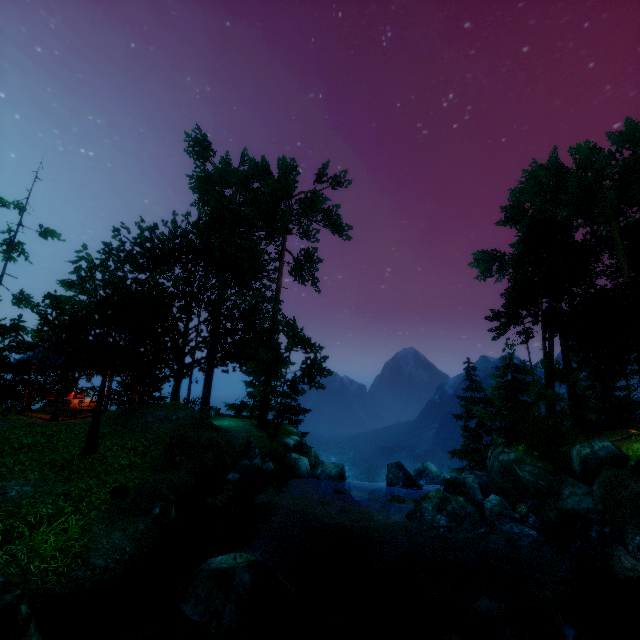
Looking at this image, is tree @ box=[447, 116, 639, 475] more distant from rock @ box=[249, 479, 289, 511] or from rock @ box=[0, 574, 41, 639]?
rock @ box=[249, 479, 289, 511]

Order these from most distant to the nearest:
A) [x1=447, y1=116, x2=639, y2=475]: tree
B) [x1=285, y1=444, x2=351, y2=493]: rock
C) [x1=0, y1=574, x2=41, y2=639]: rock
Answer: [x1=447, y1=116, x2=639, y2=475]: tree, [x1=285, y1=444, x2=351, y2=493]: rock, [x1=0, y1=574, x2=41, y2=639]: rock

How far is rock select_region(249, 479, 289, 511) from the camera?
12.8 meters

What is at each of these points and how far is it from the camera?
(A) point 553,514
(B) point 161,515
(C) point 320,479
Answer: (A) rock, 12.1 meters
(B) rock, 9.5 meters
(C) rock, 16.5 meters

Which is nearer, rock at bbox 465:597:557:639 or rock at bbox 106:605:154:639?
rock at bbox 106:605:154:639

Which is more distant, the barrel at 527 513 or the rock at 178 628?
the barrel at 527 513

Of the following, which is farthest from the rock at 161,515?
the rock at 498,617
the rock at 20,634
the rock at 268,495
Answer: the rock at 498,617

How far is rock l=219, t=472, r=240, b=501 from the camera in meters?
12.5
